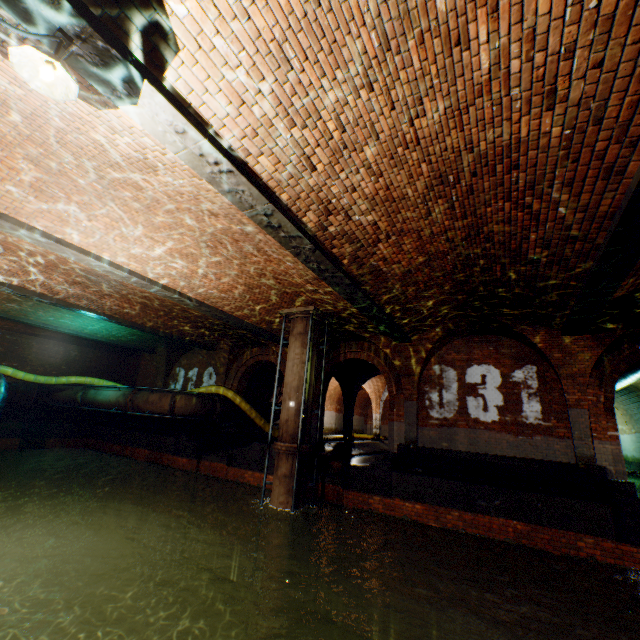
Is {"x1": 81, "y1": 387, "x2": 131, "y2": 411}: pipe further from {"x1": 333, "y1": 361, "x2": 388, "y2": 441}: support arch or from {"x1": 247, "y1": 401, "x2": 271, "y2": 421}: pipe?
{"x1": 333, "y1": 361, "x2": 388, "y2": 441}: support arch

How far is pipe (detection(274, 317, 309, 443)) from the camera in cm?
968

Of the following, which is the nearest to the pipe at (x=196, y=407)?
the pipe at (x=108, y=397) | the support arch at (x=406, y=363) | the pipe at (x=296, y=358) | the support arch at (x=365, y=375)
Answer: the pipe at (x=108, y=397)

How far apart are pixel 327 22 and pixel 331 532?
12.0m

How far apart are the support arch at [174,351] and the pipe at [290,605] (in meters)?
10.79

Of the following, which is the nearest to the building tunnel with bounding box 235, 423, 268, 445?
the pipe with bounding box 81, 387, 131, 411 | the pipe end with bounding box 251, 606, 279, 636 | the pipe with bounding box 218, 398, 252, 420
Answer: the pipe with bounding box 218, 398, 252, 420

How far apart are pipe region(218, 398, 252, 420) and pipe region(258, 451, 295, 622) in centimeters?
569cm

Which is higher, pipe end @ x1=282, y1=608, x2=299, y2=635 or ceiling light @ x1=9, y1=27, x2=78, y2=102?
ceiling light @ x1=9, y1=27, x2=78, y2=102
